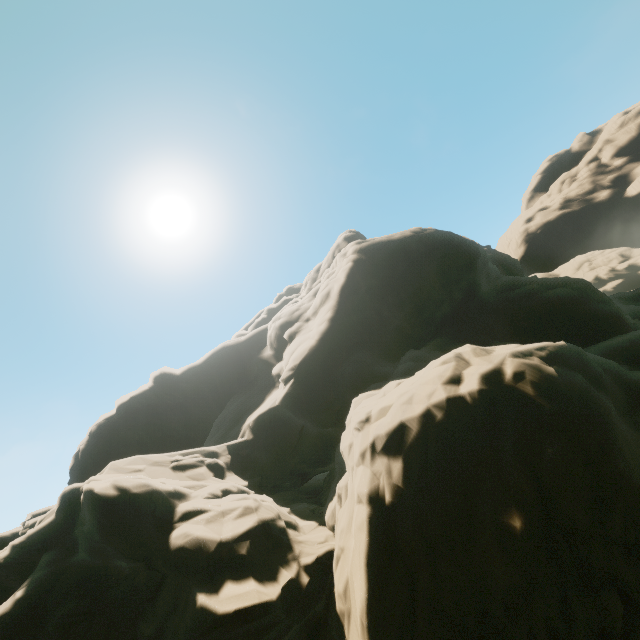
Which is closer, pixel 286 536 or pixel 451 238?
pixel 286 536
